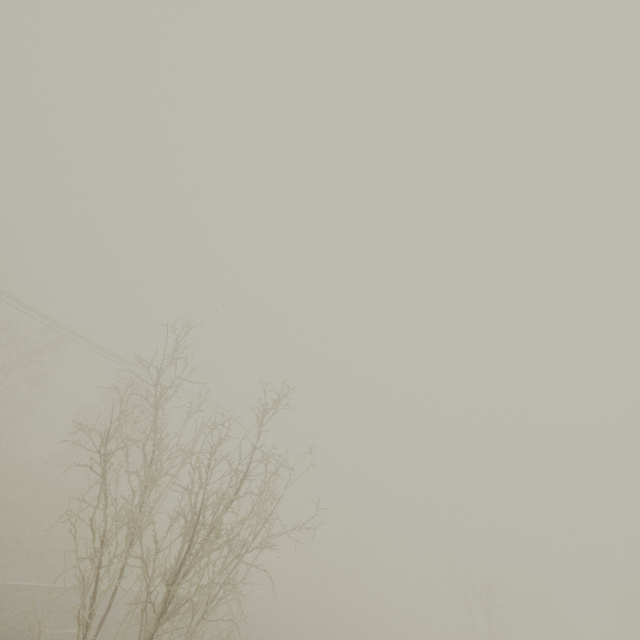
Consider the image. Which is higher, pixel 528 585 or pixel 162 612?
pixel 528 585
